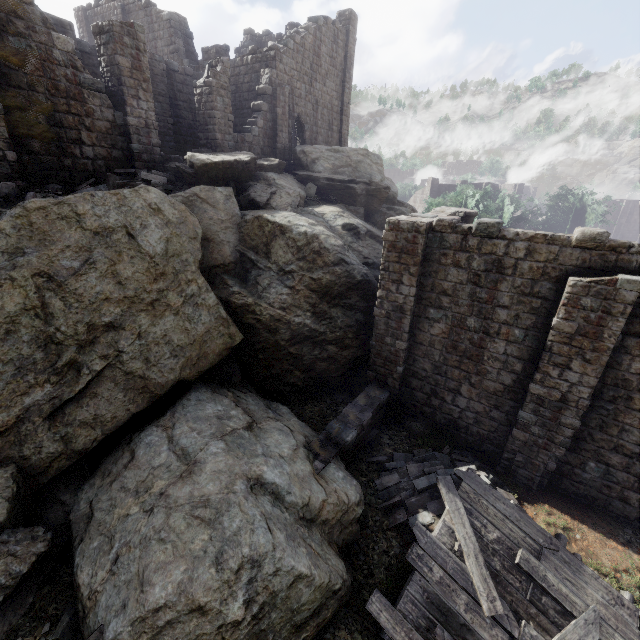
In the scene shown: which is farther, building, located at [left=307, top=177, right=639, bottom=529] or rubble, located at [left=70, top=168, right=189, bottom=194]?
rubble, located at [left=70, top=168, right=189, bottom=194]

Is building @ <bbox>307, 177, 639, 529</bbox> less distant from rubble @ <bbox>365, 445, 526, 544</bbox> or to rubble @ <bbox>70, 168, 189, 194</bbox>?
rubble @ <bbox>365, 445, 526, 544</bbox>

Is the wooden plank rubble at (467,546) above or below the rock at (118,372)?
below

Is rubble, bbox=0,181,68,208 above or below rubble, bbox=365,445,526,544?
above

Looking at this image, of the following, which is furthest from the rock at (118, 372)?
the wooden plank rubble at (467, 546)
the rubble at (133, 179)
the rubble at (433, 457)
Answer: the wooden plank rubble at (467, 546)

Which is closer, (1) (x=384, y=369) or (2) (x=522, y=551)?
(2) (x=522, y=551)

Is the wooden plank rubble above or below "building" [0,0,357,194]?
below

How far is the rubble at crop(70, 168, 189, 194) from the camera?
11.7m
